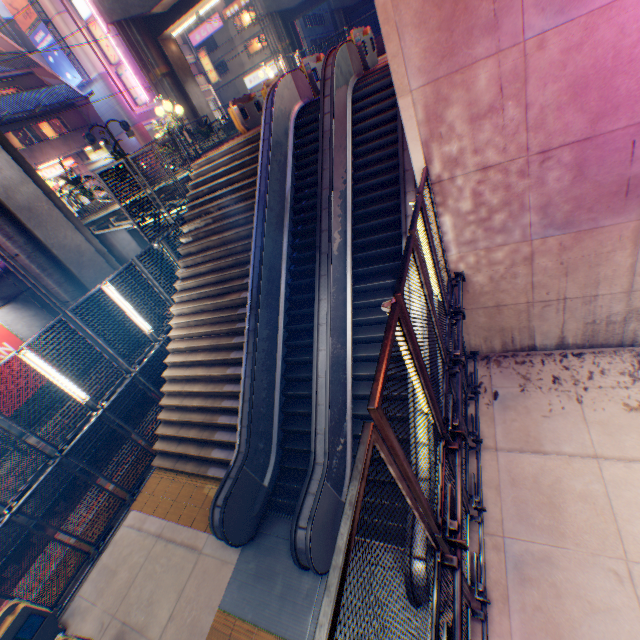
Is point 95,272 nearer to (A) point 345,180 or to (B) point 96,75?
(A) point 345,180

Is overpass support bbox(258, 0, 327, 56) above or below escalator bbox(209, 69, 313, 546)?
above

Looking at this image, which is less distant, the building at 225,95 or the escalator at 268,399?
the escalator at 268,399

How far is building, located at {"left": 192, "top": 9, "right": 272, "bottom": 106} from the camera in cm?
4528

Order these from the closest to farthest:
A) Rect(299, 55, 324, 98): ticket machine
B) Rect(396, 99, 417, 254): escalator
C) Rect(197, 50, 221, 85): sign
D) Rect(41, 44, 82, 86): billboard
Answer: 1. Rect(396, 99, 417, 254): escalator
2. Rect(299, 55, 324, 98): ticket machine
3. Rect(41, 44, 82, 86): billboard
4. Rect(197, 50, 221, 85): sign

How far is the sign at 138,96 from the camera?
30.5 meters

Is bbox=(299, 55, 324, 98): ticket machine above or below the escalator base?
above

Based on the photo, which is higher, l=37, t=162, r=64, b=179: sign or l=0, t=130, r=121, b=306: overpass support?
l=37, t=162, r=64, b=179: sign
